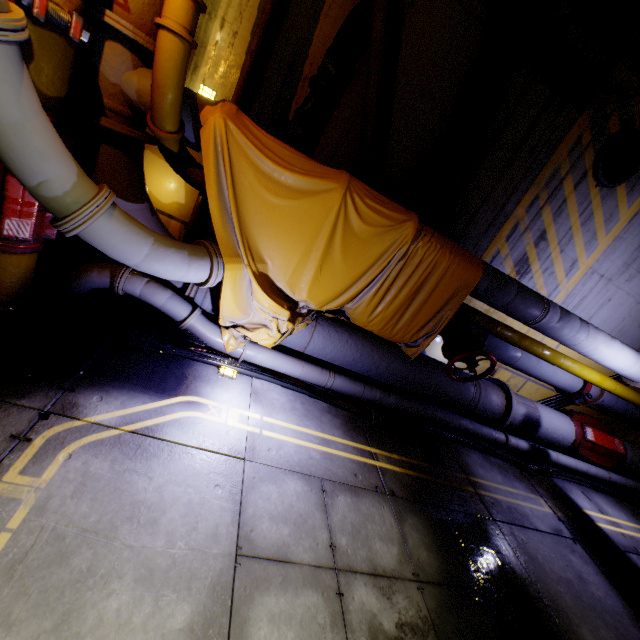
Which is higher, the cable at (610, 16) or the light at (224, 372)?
the cable at (610, 16)

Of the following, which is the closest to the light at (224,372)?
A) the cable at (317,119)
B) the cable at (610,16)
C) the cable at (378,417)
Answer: the cable at (378,417)

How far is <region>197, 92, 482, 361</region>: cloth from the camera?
3.2 meters

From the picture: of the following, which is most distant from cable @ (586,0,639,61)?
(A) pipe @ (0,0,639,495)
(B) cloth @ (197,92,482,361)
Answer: (B) cloth @ (197,92,482,361)

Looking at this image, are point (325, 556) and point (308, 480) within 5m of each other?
Result: yes

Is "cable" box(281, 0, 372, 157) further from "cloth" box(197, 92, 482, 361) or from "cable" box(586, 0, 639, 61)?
"cloth" box(197, 92, 482, 361)

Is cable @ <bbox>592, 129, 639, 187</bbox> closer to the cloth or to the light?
the cloth

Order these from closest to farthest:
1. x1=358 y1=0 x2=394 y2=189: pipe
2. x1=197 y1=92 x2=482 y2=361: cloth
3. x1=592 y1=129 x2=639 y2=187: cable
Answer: x1=197 y1=92 x2=482 y2=361: cloth → x1=358 y1=0 x2=394 y2=189: pipe → x1=592 y1=129 x2=639 y2=187: cable
